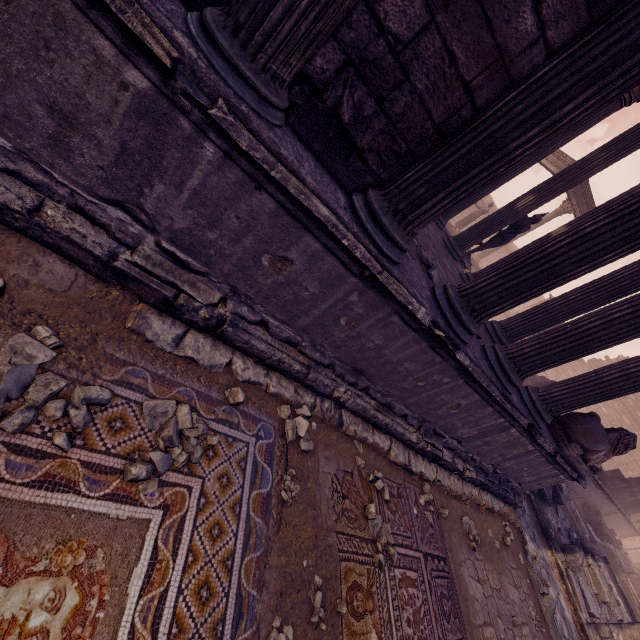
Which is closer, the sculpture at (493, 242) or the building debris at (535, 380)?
the sculpture at (493, 242)

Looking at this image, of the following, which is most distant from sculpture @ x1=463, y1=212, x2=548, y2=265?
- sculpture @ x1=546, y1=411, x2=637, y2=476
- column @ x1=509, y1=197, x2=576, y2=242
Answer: column @ x1=509, y1=197, x2=576, y2=242

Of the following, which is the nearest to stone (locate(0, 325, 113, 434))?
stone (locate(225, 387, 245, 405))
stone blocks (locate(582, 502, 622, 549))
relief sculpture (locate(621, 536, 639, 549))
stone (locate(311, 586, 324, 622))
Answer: stone (locate(225, 387, 245, 405))

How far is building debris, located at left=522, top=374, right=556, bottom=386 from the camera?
11.7 meters

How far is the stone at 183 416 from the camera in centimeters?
184cm

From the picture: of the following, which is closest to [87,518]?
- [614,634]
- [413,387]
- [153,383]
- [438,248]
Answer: [153,383]

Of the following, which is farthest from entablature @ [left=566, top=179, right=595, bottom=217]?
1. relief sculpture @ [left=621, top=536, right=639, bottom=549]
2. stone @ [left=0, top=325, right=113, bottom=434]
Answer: stone @ [left=0, top=325, right=113, bottom=434]

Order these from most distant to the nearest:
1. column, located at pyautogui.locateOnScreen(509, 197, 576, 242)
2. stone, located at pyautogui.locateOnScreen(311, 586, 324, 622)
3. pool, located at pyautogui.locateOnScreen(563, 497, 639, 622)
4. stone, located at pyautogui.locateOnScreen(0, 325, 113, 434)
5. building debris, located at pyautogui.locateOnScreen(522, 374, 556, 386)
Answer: column, located at pyautogui.locateOnScreen(509, 197, 576, 242) → building debris, located at pyautogui.locateOnScreen(522, 374, 556, 386) → pool, located at pyautogui.locateOnScreen(563, 497, 639, 622) → stone, located at pyautogui.locateOnScreen(311, 586, 324, 622) → stone, located at pyautogui.locateOnScreen(0, 325, 113, 434)
